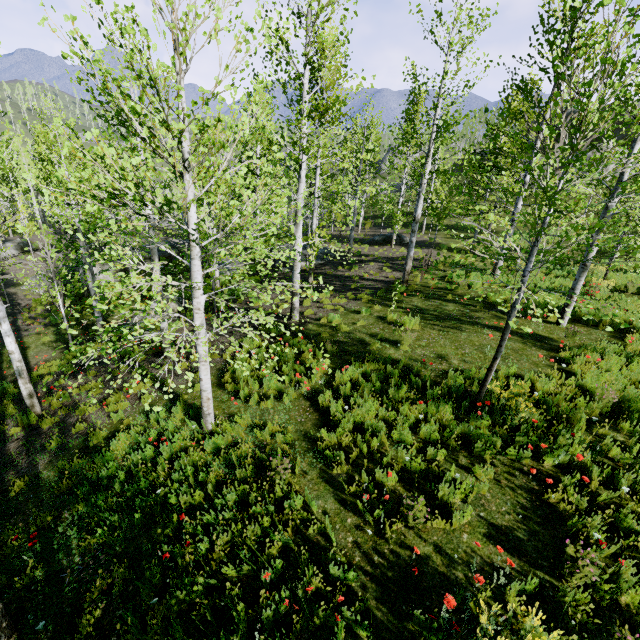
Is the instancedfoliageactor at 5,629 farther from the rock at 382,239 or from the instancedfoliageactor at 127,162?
the instancedfoliageactor at 127,162

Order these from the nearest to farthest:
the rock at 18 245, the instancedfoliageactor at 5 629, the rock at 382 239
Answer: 1. the instancedfoliageactor at 5 629
2. the rock at 382 239
3. the rock at 18 245

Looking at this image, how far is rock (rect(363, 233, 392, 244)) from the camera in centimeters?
2580cm

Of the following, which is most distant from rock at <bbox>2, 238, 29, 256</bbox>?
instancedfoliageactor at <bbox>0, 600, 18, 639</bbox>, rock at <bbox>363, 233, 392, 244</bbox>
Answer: rock at <bbox>363, 233, 392, 244</bbox>

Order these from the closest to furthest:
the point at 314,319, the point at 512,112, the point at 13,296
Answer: the point at 314,319 < the point at 512,112 < the point at 13,296

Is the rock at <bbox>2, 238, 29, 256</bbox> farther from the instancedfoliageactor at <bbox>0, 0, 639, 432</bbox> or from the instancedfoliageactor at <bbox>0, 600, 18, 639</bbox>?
the instancedfoliageactor at <bbox>0, 0, 639, 432</bbox>

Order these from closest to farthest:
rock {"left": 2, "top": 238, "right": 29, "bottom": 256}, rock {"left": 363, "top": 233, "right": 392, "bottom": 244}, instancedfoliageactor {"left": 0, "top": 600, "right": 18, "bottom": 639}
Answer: instancedfoliageactor {"left": 0, "top": 600, "right": 18, "bottom": 639} < rock {"left": 363, "top": 233, "right": 392, "bottom": 244} < rock {"left": 2, "top": 238, "right": 29, "bottom": 256}

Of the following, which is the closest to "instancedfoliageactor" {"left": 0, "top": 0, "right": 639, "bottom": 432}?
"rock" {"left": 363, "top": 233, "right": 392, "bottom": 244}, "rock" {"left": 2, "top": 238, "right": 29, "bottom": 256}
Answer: "rock" {"left": 2, "top": 238, "right": 29, "bottom": 256}
